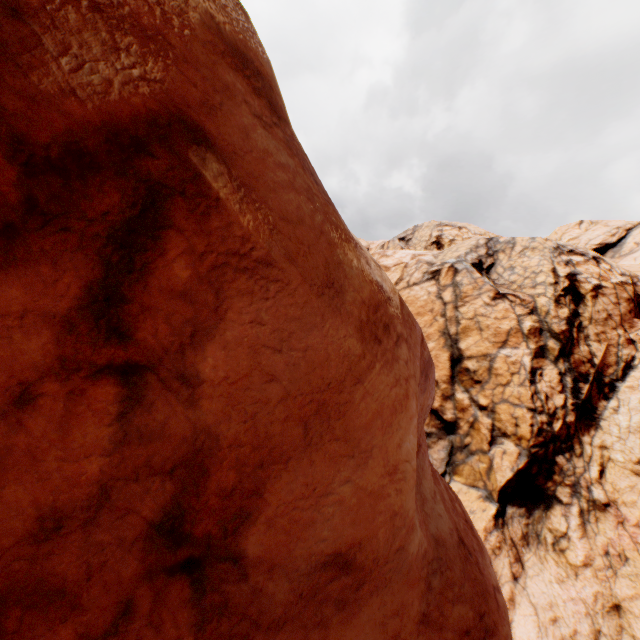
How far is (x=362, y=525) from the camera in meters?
3.0
